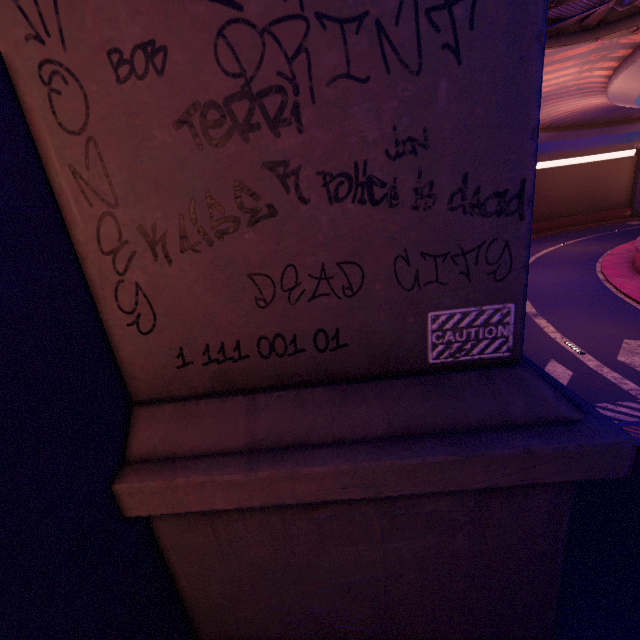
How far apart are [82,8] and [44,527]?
4.3 meters

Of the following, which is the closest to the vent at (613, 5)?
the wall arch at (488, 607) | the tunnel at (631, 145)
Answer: the tunnel at (631, 145)

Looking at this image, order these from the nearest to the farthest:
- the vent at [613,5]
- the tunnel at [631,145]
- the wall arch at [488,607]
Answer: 1. the wall arch at [488,607]
2. the vent at [613,5]
3. the tunnel at [631,145]

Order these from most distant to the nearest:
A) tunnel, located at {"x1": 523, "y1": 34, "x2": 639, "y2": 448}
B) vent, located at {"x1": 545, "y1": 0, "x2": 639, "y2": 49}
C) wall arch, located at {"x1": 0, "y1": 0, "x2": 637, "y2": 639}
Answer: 1. tunnel, located at {"x1": 523, "y1": 34, "x2": 639, "y2": 448}
2. vent, located at {"x1": 545, "y1": 0, "x2": 639, "y2": 49}
3. wall arch, located at {"x1": 0, "y1": 0, "x2": 637, "y2": 639}

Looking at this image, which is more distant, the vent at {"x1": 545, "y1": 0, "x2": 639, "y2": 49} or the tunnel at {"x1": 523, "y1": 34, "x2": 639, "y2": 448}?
the tunnel at {"x1": 523, "y1": 34, "x2": 639, "y2": 448}

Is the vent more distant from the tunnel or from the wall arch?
the wall arch

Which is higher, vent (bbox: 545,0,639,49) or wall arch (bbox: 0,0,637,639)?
vent (bbox: 545,0,639,49)
